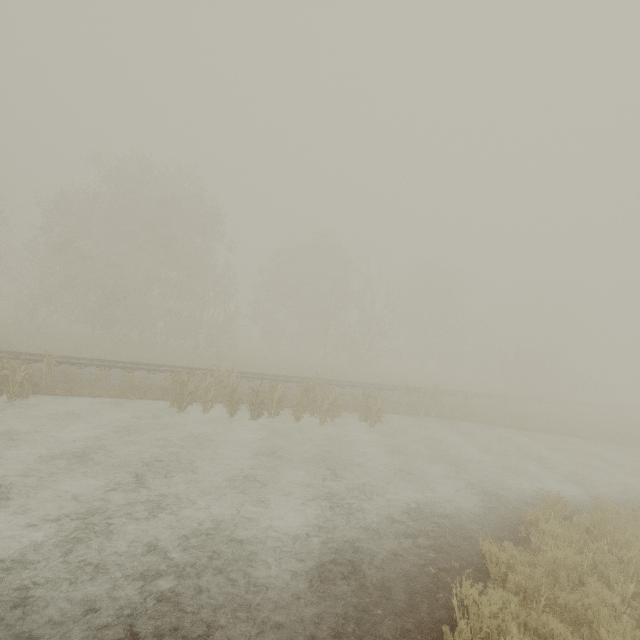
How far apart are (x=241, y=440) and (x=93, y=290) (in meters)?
23.11

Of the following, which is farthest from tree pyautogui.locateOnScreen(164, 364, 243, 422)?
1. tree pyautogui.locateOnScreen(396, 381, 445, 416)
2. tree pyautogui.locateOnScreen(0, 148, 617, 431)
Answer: tree pyautogui.locateOnScreen(0, 148, 617, 431)

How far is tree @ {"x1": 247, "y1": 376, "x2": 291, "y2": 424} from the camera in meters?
13.3 m

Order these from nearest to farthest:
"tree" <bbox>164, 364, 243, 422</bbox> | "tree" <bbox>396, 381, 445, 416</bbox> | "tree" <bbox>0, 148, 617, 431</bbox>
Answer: "tree" <bbox>164, 364, 243, 422</bbox>, "tree" <bbox>396, 381, 445, 416</bbox>, "tree" <bbox>0, 148, 617, 431</bbox>

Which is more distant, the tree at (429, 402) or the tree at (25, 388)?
the tree at (429, 402)

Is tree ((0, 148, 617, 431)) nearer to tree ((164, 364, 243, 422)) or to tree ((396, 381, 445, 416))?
tree ((396, 381, 445, 416))

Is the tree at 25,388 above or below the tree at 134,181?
below
